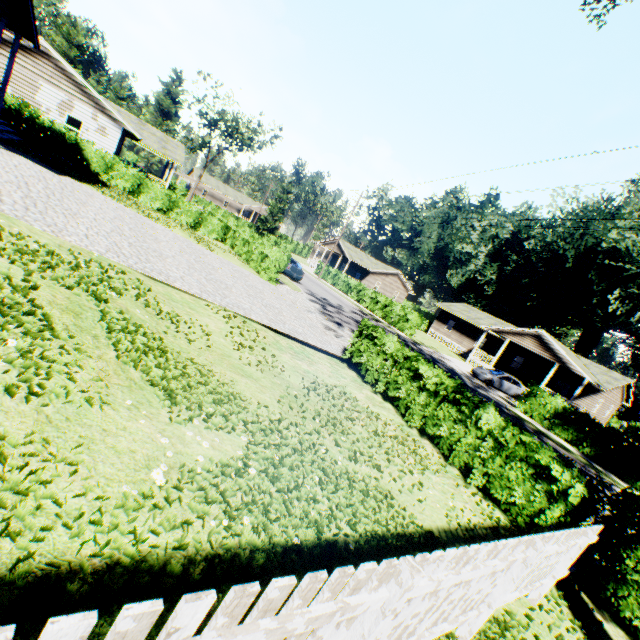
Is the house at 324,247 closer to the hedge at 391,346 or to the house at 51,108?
the house at 51,108

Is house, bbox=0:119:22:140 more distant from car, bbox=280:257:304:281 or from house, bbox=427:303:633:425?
house, bbox=427:303:633:425

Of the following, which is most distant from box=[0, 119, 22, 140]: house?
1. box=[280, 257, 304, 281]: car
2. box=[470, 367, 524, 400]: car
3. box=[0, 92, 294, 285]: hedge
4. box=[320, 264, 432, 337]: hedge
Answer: box=[470, 367, 524, 400]: car

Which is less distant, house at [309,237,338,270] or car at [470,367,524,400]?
car at [470,367,524,400]

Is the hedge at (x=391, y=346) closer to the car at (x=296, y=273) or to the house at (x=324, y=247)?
the car at (x=296, y=273)

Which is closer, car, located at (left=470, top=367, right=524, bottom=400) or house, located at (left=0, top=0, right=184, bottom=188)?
house, located at (left=0, top=0, right=184, bottom=188)

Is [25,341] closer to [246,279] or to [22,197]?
[22,197]

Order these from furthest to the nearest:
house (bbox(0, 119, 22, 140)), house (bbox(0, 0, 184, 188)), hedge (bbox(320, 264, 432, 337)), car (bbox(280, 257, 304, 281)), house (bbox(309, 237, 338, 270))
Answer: house (bbox(309, 237, 338, 270)) → hedge (bbox(320, 264, 432, 337)) → car (bbox(280, 257, 304, 281)) → house (bbox(0, 0, 184, 188)) → house (bbox(0, 119, 22, 140))
